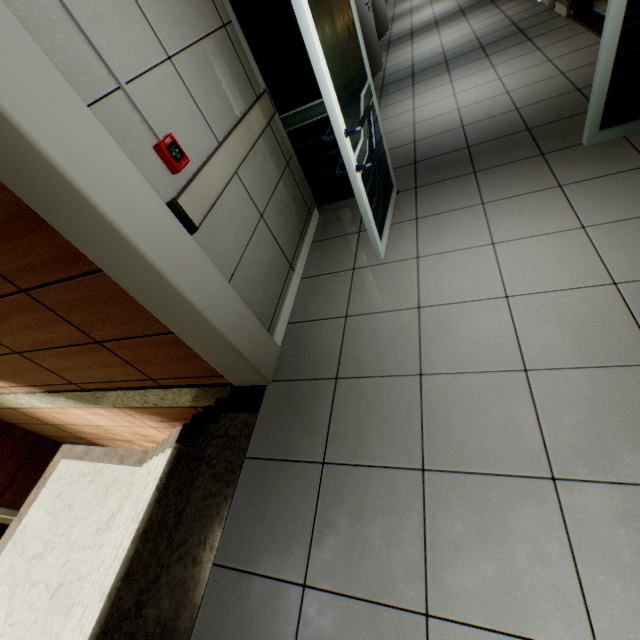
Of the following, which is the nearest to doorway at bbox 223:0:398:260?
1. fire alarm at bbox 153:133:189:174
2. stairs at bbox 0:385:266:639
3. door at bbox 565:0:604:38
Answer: door at bbox 565:0:604:38

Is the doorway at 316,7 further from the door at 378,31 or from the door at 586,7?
the door at 378,31

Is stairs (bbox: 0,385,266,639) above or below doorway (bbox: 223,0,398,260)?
below

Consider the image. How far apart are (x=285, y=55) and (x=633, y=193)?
2.55m

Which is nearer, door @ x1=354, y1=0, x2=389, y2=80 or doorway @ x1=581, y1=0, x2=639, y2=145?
doorway @ x1=581, y1=0, x2=639, y2=145

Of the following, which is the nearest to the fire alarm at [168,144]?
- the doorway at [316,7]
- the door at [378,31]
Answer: the doorway at [316,7]

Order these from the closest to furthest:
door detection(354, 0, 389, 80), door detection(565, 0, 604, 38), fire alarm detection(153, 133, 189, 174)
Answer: fire alarm detection(153, 133, 189, 174) → door detection(565, 0, 604, 38) → door detection(354, 0, 389, 80)
